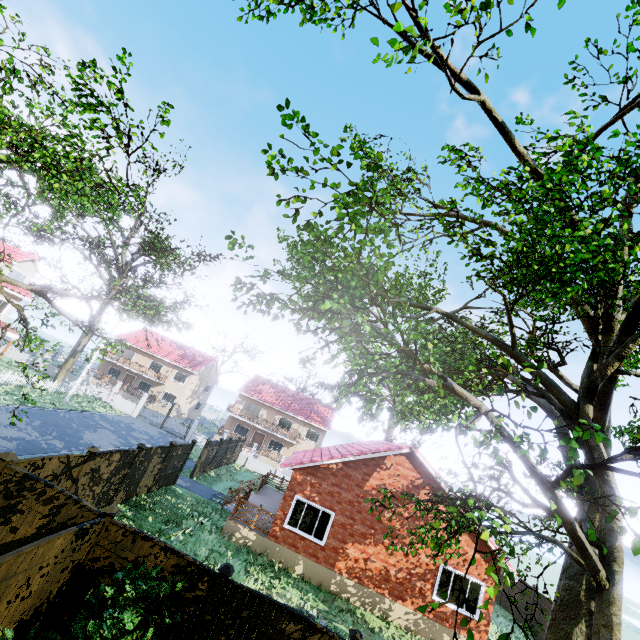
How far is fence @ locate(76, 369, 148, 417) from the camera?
32.9 meters

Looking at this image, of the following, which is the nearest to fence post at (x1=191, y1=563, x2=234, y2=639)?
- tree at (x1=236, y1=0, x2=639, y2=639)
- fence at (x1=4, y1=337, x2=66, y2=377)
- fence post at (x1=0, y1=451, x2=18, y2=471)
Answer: fence at (x1=4, y1=337, x2=66, y2=377)

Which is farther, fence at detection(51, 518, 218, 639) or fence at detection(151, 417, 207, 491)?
fence at detection(151, 417, 207, 491)

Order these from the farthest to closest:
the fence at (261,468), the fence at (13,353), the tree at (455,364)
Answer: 1. the fence at (13,353)
2. the fence at (261,468)
3. the tree at (455,364)

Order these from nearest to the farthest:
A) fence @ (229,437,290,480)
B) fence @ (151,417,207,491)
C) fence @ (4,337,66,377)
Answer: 1. fence @ (151,417,207,491)
2. fence @ (229,437,290,480)
3. fence @ (4,337,66,377)

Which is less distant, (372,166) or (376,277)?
(376,277)

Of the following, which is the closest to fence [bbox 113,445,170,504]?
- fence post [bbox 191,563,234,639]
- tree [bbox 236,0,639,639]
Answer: fence post [bbox 191,563,234,639]

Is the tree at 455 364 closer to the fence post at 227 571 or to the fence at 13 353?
the fence at 13 353
